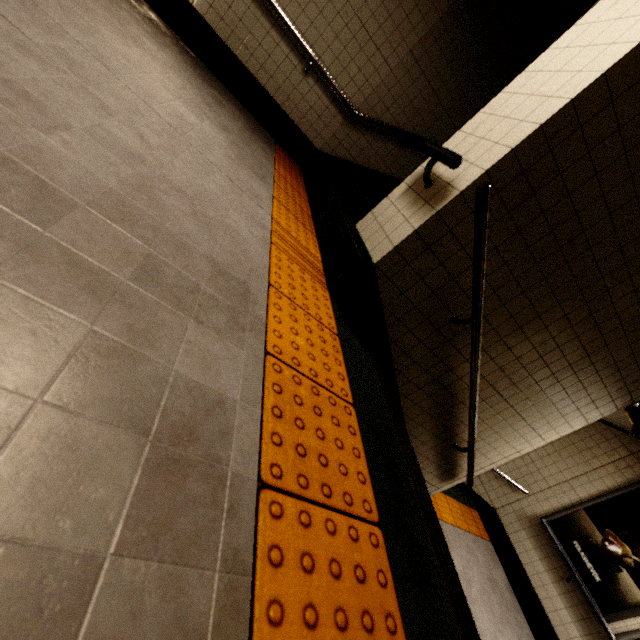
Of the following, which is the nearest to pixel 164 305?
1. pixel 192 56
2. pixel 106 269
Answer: pixel 106 269

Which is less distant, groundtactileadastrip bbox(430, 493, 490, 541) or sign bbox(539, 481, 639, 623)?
sign bbox(539, 481, 639, 623)

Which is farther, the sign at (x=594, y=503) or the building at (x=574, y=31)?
the sign at (x=594, y=503)

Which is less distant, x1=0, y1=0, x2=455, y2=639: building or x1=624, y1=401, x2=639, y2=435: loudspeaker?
x1=0, y1=0, x2=455, y2=639: building

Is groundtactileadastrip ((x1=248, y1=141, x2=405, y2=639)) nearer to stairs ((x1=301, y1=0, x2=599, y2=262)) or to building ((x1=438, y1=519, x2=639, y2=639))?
stairs ((x1=301, y1=0, x2=599, y2=262))

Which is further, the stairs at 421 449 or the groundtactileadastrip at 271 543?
the stairs at 421 449

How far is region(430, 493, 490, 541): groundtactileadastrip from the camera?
4.96m

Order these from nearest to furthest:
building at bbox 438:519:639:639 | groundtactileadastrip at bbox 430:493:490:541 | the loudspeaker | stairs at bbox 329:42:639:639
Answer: stairs at bbox 329:42:639:639 < the loudspeaker < building at bbox 438:519:639:639 < groundtactileadastrip at bbox 430:493:490:541
